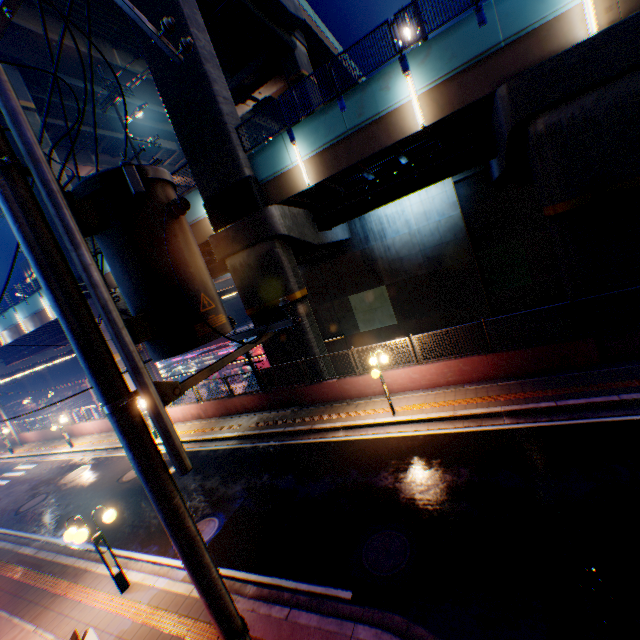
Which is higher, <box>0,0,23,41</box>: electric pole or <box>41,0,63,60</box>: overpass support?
<box>41,0,63,60</box>: overpass support

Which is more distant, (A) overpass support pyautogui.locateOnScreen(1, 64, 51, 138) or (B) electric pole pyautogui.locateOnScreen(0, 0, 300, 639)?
(A) overpass support pyautogui.locateOnScreen(1, 64, 51, 138)

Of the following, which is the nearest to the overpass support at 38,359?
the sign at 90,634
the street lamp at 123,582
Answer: the street lamp at 123,582

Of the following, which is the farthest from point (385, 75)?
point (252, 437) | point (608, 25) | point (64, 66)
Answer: point (64, 66)

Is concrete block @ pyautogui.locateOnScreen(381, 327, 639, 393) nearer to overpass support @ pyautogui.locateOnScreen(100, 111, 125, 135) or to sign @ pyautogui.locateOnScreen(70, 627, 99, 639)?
overpass support @ pyautogui.locateOnScreen(100, 111, 125, 135)

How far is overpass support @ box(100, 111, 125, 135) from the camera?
26.6 meters
